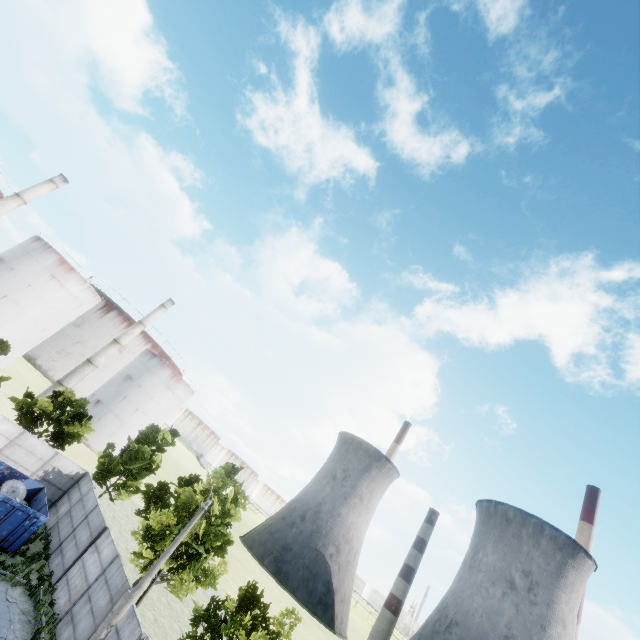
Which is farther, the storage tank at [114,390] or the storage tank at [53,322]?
the storage tank at [114,390]

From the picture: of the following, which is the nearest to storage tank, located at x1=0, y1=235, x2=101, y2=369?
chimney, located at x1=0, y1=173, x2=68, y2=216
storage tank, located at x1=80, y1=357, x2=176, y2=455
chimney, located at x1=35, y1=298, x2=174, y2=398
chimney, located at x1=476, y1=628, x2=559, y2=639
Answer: chimney, located at x1=0, y1=173, x2=68, y2=216

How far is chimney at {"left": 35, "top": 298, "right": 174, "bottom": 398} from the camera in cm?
4889

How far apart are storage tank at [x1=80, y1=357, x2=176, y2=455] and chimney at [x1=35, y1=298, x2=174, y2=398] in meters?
5.8 m

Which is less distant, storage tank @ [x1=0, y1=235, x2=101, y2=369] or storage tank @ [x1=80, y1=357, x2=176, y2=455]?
storage tank @ [x1=0, y1=235, x2=101, y2=369]

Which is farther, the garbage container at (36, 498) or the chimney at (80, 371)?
the chimney at (80, 371)

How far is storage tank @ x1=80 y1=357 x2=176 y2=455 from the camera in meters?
53.2 m

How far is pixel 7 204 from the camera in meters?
44.4
